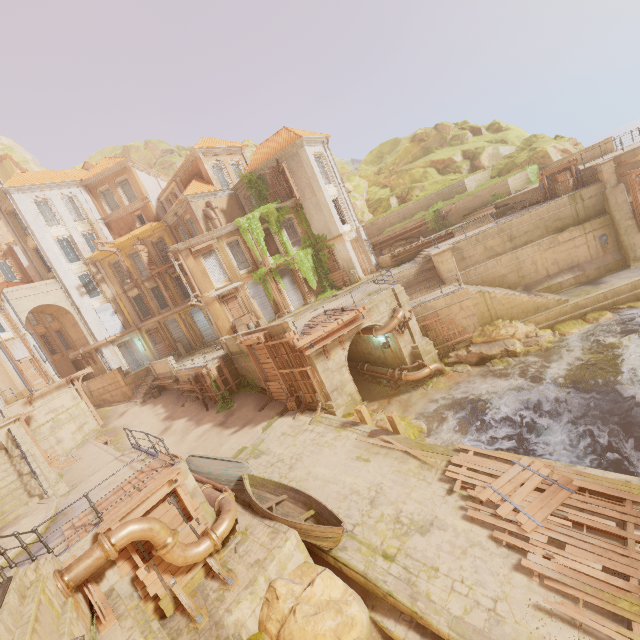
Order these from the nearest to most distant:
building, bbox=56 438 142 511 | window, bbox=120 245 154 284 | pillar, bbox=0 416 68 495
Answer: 1. building, bbox=56 438 142 511
2. pillar, bbox=0 416 68 495
3. window, bbox=120 245 154 284

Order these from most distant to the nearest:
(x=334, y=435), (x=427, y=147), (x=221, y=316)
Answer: (x=427, y=147)
(x=221, y=316)
(x=334, y=435)

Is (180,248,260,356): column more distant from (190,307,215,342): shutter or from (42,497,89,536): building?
(190,307,215,342): shutter

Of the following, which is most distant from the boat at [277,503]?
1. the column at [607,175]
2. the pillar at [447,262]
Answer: the column at [607,175]

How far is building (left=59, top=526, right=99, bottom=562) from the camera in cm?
813

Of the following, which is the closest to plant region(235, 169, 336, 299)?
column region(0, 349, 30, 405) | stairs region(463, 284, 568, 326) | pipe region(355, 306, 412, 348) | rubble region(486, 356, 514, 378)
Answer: pipe region(355, 306, 412, 348)

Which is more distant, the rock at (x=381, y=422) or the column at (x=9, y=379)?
the column at (x=9, y=379)

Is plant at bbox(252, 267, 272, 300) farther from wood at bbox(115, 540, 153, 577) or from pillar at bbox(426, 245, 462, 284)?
pillar at bbox(426, 245, 462, 284)
